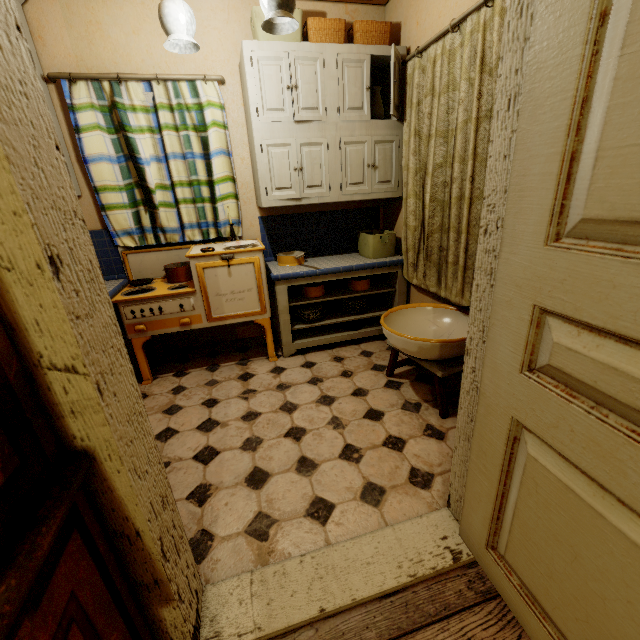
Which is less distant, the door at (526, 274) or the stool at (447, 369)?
the door at (526, 274)

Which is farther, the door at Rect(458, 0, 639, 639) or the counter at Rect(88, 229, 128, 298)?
the counter at Rect(88, 229, 128, 298)

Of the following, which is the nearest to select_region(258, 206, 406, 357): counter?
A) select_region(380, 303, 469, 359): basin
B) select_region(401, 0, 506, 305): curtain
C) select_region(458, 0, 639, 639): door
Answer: select_region(401, 0, 506, 305): curtain

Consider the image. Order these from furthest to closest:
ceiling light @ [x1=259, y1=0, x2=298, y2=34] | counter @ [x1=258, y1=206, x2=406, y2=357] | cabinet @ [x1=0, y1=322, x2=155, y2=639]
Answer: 1. counter @ [x1=258, y1=206, x2=406, y2=357]
2. ceiling light @ [x1=259, y1=0, x2=298, y2=34]
3. cabinet @ [x1=0, y1=322, x2=155, y2=639]

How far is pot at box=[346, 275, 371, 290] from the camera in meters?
3.1 m

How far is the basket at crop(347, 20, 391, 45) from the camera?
2.52m

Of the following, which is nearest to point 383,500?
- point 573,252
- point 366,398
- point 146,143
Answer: point 366,398

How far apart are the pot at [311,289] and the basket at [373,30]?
1.90m
